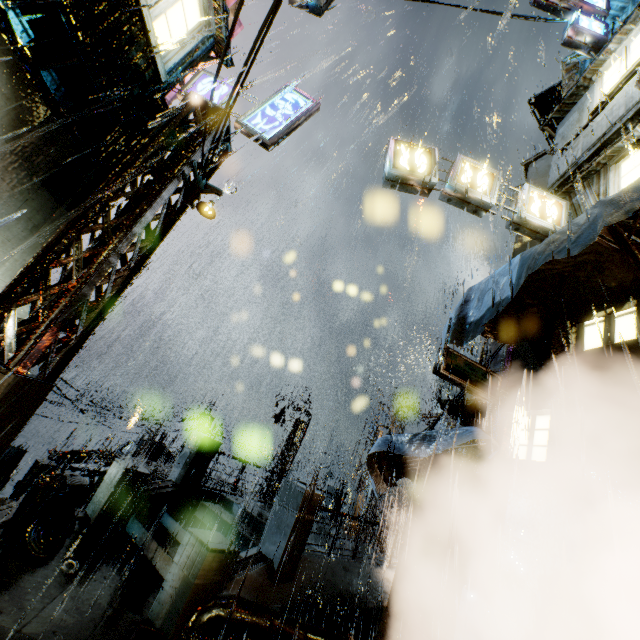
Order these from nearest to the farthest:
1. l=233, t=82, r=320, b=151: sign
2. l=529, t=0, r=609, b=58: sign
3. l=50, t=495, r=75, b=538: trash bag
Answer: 1. l=50, t=495, r=75, b=538: trash bag
2. l=233, t=82, r=320, b=151: sign
3. l=529, t=0, r=609, b=58: sign

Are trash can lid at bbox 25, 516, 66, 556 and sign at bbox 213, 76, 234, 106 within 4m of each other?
no

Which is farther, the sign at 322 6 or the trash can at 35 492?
the sign at 322 6

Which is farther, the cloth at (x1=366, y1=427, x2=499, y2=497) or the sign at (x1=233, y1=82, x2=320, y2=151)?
the sign at (x1=233, y1=82, x2=320, y2=151)

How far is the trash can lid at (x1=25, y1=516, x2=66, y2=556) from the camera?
6.4 meters

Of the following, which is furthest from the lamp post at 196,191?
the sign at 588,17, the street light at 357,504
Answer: the street light at 357,504

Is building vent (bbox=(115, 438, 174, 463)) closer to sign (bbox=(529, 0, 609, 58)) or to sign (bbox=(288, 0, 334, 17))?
sign (bbox=(288, 0, 334, 17))

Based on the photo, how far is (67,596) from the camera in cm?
566
